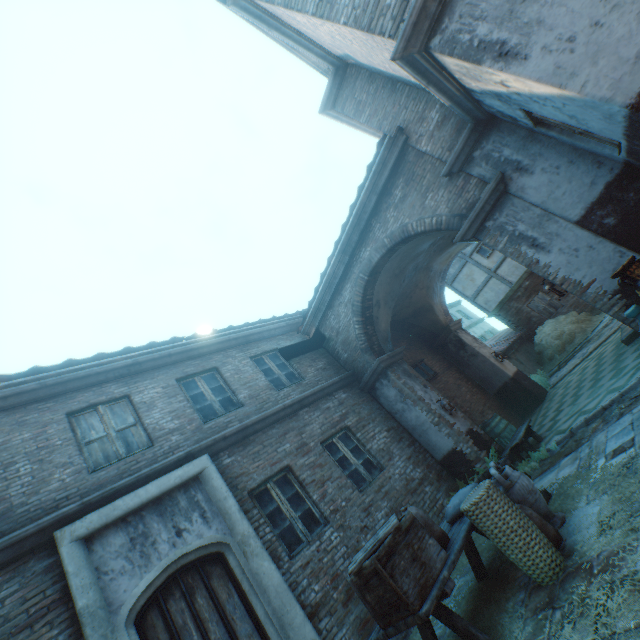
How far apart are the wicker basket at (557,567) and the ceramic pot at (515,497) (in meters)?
0.36

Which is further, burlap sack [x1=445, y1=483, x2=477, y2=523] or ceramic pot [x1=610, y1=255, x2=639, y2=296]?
burlap sack [x1=445, y1=483, x2=477, y2=523]

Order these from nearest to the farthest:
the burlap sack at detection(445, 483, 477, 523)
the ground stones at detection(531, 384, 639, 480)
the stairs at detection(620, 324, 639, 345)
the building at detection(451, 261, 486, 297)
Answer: the burlap sack at detection(445, 483, 477, 523) → the ground stones at detection(531, 384, 639, 480) → the stairs at detection(620, 324, 639, 345) → the building at detection(451, 261, 486, 297)

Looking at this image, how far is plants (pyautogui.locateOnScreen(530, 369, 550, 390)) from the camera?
11.9 meters

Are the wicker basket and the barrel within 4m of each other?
no

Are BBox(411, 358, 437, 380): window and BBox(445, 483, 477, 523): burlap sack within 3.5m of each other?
no

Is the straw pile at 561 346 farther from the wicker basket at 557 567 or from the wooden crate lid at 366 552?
the wooden crate lid at 366 552

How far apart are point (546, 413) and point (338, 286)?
6.9 meters
